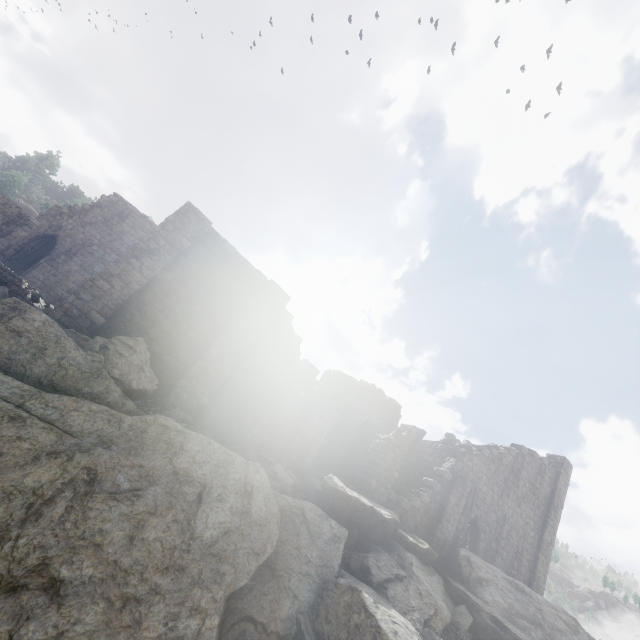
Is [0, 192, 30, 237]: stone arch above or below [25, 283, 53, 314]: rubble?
above

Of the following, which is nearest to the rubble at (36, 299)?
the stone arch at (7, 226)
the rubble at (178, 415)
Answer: the rubble at (178, 415)

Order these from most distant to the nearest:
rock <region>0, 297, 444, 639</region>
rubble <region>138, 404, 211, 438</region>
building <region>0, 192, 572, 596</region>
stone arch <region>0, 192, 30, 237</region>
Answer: stone arch <region>0, 192, 30, 237</region> → building <region>0, 192, 572, 596</region> → rubble <region>138, 404, 211, 438</region> → rock <region>0, 297, 444, 639</region>

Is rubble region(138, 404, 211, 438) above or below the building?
below

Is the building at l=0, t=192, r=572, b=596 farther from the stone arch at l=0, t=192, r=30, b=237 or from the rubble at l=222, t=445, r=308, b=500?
the stone arch at l=0, t=192, r=30, b=237

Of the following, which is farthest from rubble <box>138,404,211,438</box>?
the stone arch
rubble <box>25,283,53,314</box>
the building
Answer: the stone arch

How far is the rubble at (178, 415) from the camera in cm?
1073

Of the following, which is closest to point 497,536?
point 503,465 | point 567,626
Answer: point 503,465
